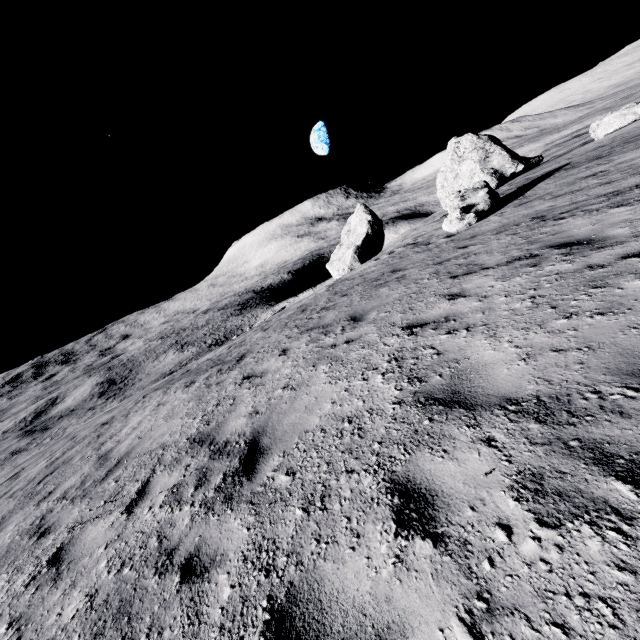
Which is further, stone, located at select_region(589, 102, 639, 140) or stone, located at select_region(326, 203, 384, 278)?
stone, located at select_region(326, 203, 384, 278)

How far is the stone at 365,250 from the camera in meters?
30.8

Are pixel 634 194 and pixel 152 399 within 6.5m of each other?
no

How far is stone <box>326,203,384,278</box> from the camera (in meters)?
30.80

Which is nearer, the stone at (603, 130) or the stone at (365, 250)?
the stone at (603, 130)
